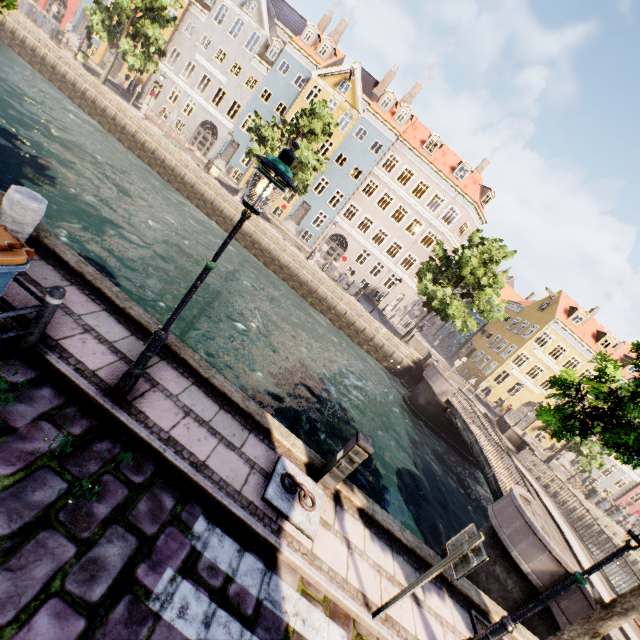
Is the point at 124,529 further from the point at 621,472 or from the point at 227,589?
the point at 621,472

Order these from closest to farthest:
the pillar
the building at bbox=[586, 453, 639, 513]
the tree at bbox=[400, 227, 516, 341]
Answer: the pillar
the tree at bbox=[400, 227, 516, 341]
the building at bbox=[586, 453, 639, 513]

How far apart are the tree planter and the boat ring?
3.5 meters

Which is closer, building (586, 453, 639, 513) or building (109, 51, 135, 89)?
building (109, 51, 135, 89)

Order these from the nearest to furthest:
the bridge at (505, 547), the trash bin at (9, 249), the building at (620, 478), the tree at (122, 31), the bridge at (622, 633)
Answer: the trash bin at (9, 249), the bridge at (622, 633), the bridge at (505, 547), the tree at (122, 31), the building at (620, 478)

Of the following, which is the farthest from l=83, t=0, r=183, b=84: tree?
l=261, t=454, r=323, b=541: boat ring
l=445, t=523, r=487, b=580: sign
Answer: l=261, t=454, r=323, b=541: boat ring

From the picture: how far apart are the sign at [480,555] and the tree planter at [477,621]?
2.7m

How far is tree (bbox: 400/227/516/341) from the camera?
22.30m
